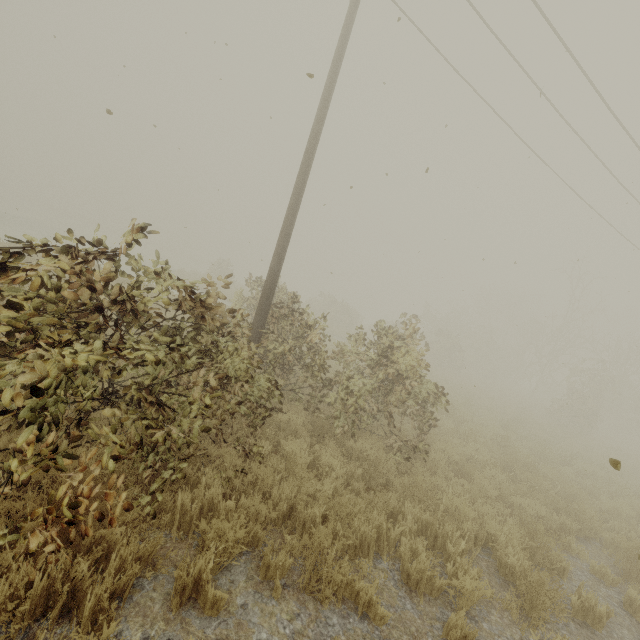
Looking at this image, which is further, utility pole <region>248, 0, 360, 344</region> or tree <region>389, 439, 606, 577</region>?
utility pole <region>248, 0, 360, 344</region>

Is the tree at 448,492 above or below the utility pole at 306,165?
below

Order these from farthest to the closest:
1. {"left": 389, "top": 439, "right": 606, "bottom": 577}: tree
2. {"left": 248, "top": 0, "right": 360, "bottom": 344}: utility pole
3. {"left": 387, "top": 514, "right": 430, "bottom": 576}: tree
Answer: {"left": 248, "top": 0, "right": 360, "bottom": 344}: utility pole → {"left": 389, "top": 439, "right": 606, "bottom": 577}: tree → {"left": 387, "top": 514, "right": 430, "bottom": 576}: tree

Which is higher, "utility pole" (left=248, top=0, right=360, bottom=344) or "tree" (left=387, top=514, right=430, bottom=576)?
"utility pole" (left=248, top=0, right=360, bottom=344)

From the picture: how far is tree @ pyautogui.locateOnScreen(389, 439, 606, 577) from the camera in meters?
4.7

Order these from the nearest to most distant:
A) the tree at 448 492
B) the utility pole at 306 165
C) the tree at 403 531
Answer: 1. the tree at 403 531
2. the tree at 448 492
3. the utility pole at 306 165

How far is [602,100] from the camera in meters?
9.6
